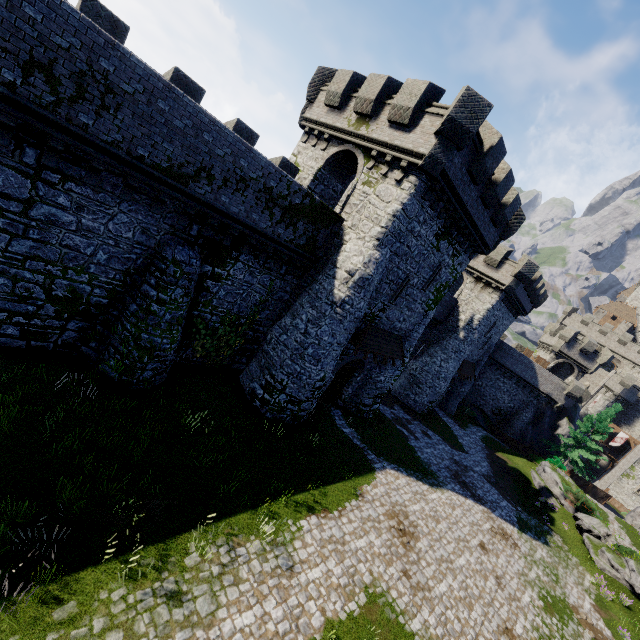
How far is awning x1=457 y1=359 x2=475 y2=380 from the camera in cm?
3244

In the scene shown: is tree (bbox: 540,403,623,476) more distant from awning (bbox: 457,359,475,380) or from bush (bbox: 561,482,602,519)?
awning (bbox: 457,359,475,380)

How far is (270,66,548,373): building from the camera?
14.06m

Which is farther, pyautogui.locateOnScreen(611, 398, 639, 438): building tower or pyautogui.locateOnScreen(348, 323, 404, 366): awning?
pyautogui.locateOnScreen(611, 398, 639, 438): building tower

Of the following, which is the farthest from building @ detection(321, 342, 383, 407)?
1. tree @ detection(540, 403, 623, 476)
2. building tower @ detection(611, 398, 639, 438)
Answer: building tower @ detection(611, 398, 639, 438)

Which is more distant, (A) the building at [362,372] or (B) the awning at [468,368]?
(B) the awning at [468,368]

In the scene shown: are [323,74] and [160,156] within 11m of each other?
no

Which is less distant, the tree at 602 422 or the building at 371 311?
the building at 371 311
